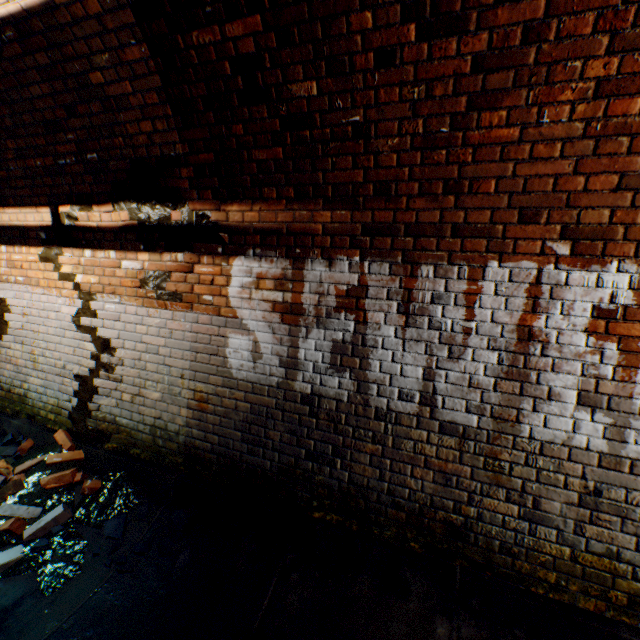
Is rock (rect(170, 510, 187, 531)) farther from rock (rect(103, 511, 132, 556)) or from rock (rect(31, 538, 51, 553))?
rock (rect(31, 538, 51, 553))

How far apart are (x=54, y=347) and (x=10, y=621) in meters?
2.6

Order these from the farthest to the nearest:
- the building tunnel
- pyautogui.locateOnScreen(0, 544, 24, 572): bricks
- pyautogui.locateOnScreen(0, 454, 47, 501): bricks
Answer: pyautogui.locateOnScreen(0, 454, 47, 501): bricks
pyautogui.locateOnScreen(0, 544, 24, 572): bricks
the building tunnel

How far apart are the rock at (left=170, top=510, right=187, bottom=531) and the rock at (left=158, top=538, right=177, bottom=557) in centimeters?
7cm

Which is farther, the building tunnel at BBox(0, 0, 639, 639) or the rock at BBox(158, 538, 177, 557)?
the rock at BBox(158, 538, 177, 557)

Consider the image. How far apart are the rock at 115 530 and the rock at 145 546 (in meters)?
0.05

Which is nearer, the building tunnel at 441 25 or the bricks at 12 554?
the building tunnel at 441 25

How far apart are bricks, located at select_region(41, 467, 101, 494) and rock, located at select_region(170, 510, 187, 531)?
Answer: 1.0m
